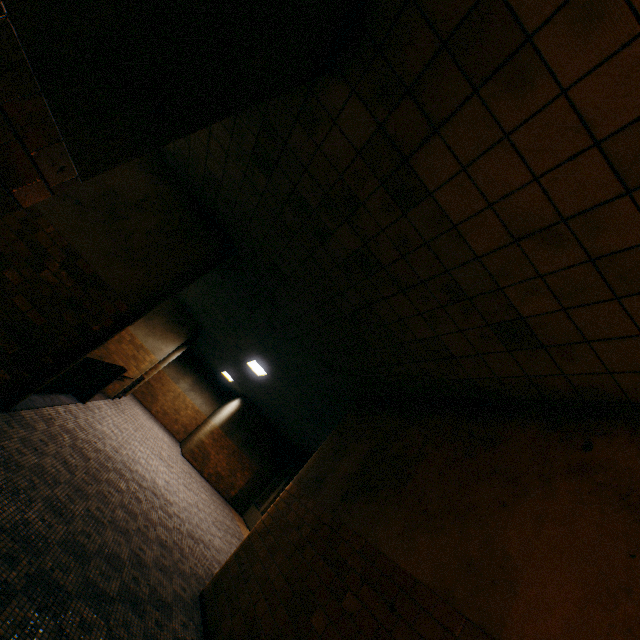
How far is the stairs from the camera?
5.6 meters

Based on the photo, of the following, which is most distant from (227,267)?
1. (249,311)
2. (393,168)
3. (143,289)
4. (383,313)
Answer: (393,168)

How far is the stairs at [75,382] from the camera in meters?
5.6 m
